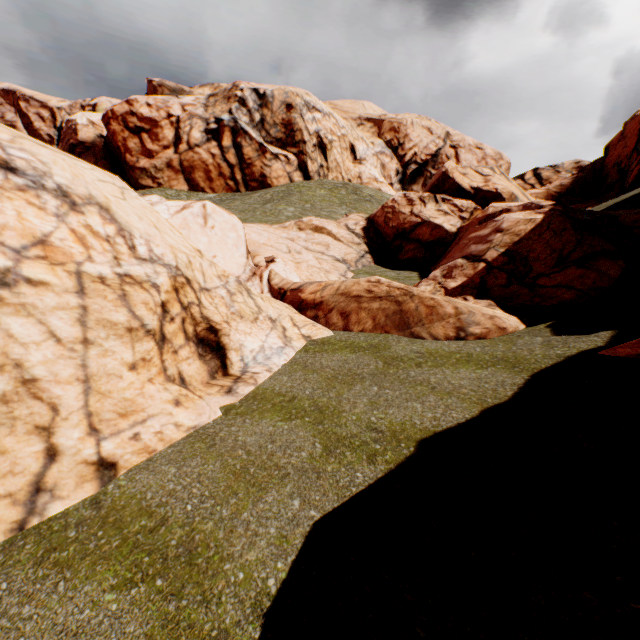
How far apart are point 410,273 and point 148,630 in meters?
17.0

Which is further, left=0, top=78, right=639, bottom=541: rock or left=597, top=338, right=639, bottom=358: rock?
left=597, top=338, right=639, bottom=358: rock

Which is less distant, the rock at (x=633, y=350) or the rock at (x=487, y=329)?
the rock at (x=487, y=329)
